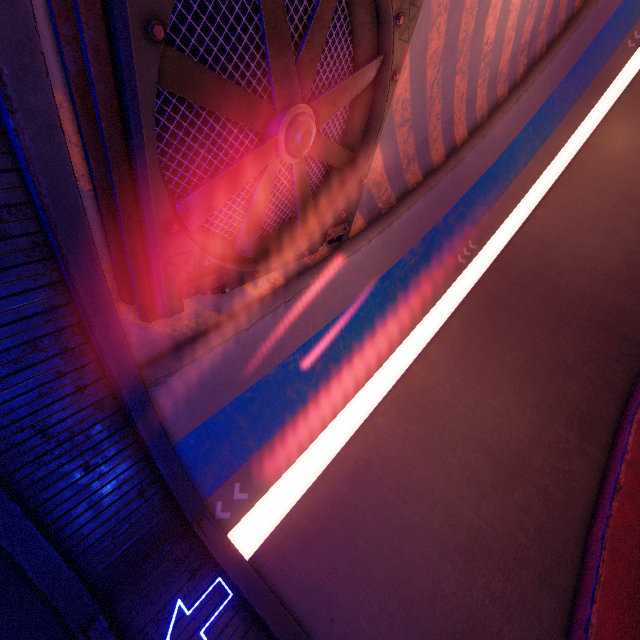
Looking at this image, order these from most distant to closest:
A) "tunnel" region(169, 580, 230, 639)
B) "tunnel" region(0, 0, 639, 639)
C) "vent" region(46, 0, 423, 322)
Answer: "tunnel" region(169, 580, 230, 639)
"tunnel" region(0, 0, 639, 639)
"vent" region(46, 0, 423, 322)

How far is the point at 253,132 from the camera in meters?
5.2 m

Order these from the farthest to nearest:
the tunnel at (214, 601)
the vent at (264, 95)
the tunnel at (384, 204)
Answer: the tunnel at (214, 601) → the tunnel at (384, 204) → the vent at (264, 95)

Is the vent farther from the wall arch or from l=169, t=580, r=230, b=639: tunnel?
the wall arch

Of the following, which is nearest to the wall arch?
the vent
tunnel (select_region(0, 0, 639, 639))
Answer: tunnel (select_region(0, 0, 639, 639))

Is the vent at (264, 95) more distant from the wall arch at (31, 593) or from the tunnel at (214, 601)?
the wall arch at (31, 593)
